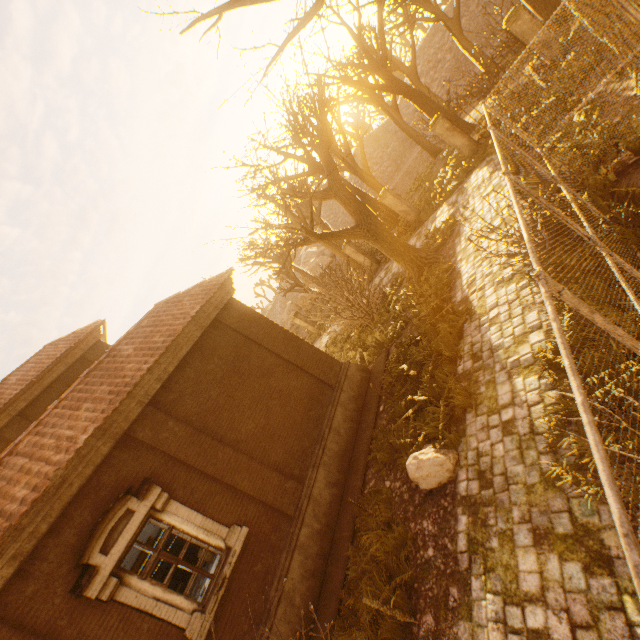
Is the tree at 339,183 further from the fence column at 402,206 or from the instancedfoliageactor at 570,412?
the instancedfoliageactor at 570,412

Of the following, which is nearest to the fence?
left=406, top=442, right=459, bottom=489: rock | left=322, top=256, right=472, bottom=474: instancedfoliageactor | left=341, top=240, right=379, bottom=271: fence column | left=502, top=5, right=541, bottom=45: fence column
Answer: left=322, top=256, right=472, bottom=474: instancedfoliageactor

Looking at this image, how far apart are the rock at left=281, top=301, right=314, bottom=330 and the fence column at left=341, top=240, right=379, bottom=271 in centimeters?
2925cm

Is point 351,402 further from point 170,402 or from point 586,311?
point 586,311

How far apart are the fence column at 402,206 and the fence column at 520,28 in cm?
724

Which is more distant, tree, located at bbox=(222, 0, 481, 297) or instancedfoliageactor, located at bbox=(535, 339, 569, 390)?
tree, located at bbox=(222, 0, 481, 297)

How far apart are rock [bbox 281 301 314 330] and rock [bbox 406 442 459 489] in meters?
43.0 m

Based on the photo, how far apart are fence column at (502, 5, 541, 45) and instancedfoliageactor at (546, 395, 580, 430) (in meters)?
13.53
